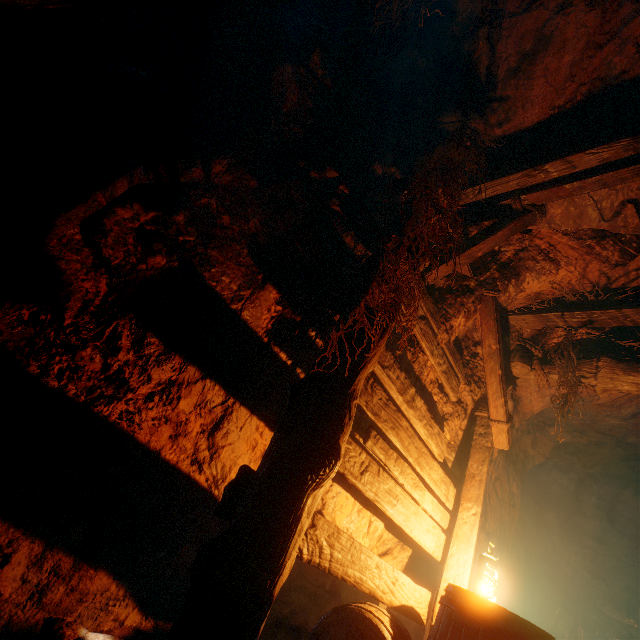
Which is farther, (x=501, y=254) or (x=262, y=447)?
(x=501, y=254)

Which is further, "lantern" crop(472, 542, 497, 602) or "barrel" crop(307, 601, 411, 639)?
"lantern" crop(472, 542, 497, 602)

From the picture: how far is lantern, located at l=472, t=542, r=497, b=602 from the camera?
2.5 meters

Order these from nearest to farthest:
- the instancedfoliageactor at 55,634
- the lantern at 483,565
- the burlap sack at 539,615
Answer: the instancedfoliageactor at 55,634 → the lantern at 483,565 → the burlap sack at 539,615

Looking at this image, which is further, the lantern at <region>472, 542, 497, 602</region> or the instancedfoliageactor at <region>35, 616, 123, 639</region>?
the lantern at <region>472, 542, 497, 602</region>

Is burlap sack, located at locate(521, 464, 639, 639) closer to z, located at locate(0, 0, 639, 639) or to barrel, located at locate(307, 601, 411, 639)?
z, located at locate(0, 0, 639, 639)

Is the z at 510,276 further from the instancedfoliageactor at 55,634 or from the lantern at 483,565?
the lantern at 483,565

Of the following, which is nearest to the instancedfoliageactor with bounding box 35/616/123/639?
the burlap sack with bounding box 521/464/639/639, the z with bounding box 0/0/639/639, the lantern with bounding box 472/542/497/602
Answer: the z with bounding box 0/0/639/639
